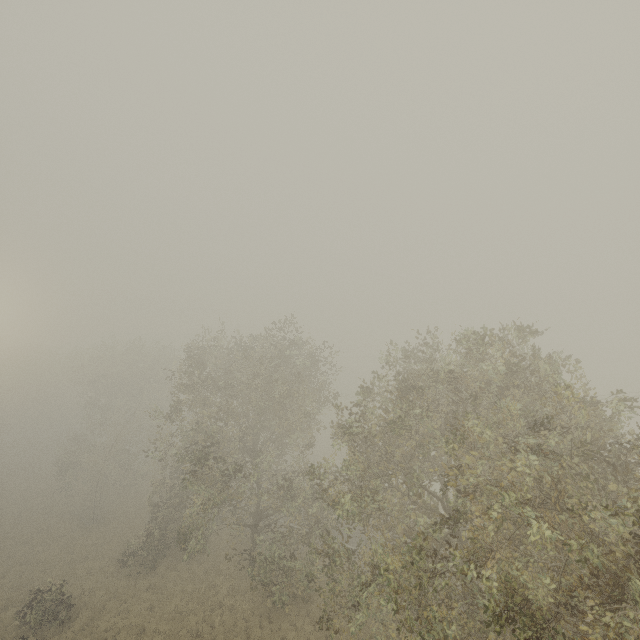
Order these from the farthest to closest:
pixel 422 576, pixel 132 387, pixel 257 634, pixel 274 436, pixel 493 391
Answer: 1. pixel 274 436
2. pixel 132 387
3. pixel 257 634
4. pixel 493 391
5. pixel 422 576
